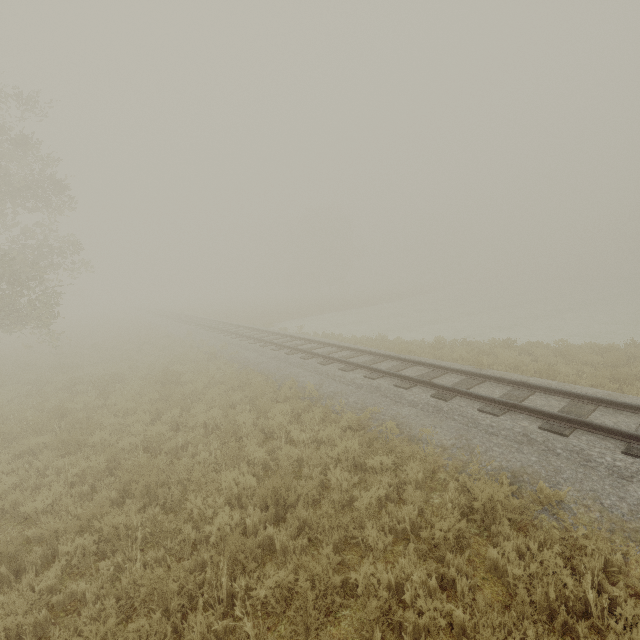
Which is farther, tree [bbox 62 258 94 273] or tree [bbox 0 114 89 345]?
tree [bbox 62 258 94 273]

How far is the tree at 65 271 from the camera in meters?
17.6

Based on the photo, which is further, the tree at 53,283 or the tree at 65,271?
the tree at 65,271

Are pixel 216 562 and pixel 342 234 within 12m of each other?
no

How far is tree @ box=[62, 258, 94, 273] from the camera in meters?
17.6
